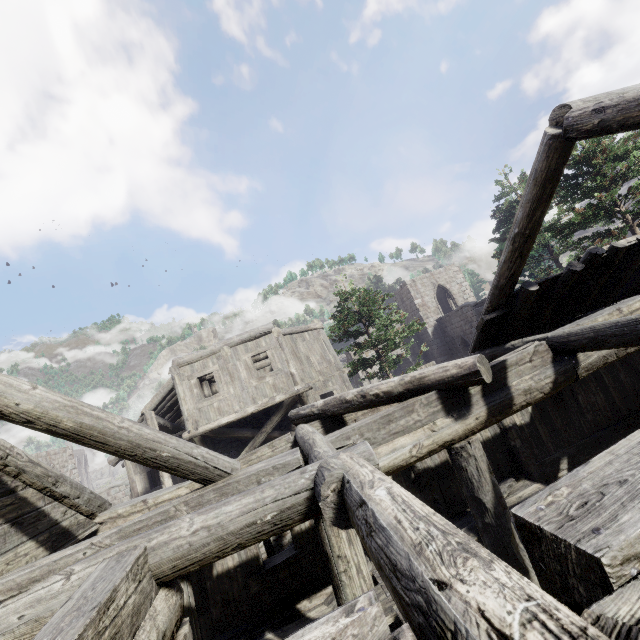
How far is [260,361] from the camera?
22.6 meters
